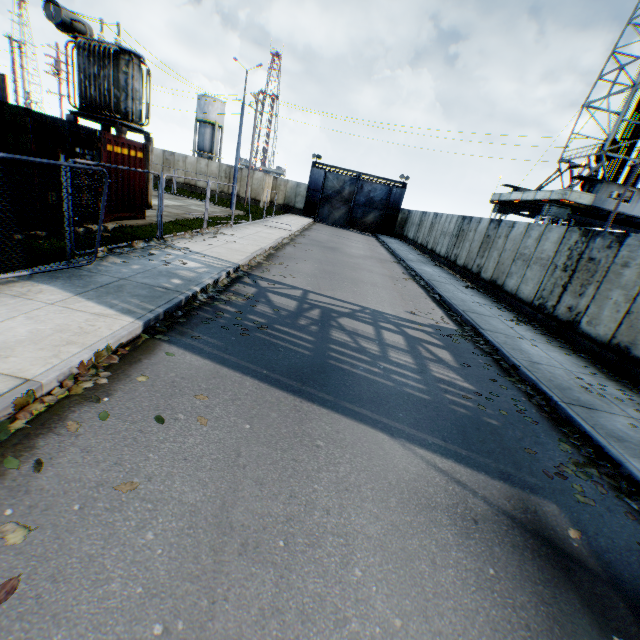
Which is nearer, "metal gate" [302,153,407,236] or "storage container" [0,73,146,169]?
"storage container" [0,73,146,169]

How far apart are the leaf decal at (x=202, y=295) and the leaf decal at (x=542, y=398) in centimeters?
507cm

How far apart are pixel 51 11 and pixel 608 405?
22.7m

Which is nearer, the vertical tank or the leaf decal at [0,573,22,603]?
the leaf decal at [0,573,22,603]

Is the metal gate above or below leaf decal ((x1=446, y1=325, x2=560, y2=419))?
above

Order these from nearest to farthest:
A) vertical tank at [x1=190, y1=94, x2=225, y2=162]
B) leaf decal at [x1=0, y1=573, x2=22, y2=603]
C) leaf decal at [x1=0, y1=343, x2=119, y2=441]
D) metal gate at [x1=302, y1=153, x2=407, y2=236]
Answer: leaf decal at [x1=0, y1=573, x2=22, y2=603] → leaf decal at [x1=0, y1=343, x2=119, y2=441] → metal gate at [x1=302, y1=153, x2=407, y2=236] → vertical tank at [x1=190, y1=94, x2=225, y2=162]

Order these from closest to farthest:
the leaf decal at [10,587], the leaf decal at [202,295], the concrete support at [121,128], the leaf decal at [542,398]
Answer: the leaf decal at [10,587] < the leaf decal at [542,398] < the leaf decal at [202,295] < the concrete support at [121,128]

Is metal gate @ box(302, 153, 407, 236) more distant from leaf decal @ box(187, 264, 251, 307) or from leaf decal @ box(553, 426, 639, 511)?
leaf decal @ box(553, 426, 639, 511)
